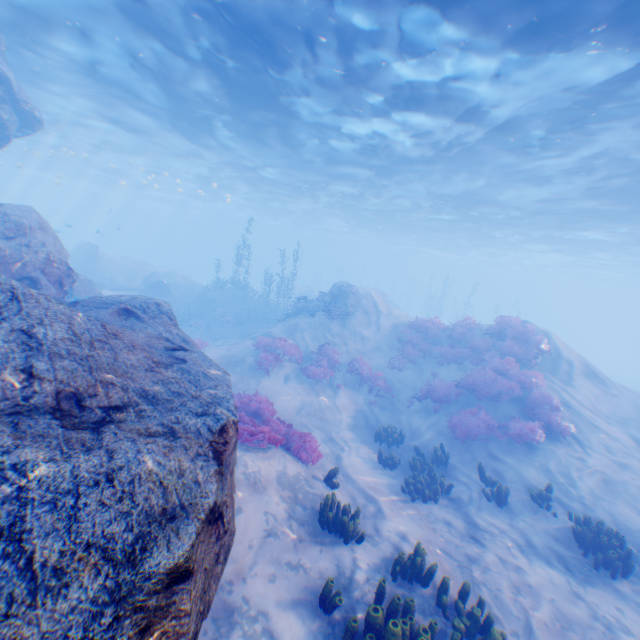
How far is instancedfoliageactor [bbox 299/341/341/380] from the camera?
14.9 meters

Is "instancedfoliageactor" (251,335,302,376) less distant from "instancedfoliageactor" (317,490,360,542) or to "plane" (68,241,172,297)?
"instancedfoliageactor" (317,490,360,542)

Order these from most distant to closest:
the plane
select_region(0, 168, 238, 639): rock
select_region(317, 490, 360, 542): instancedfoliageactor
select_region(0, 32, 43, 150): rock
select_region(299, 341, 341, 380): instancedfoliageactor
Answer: the plane, select_region(299, 341, 341, 380): instancedfoliageactor, select_region(0, 32, 43, 150): rock, select_region(317, 490, 360, 542): instancedfoliageactor, select_region(0, 168, 238, 639): rock

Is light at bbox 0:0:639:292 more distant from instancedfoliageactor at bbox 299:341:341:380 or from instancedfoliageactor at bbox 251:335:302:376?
instancedfoliageactor at bbox 299:341:341:380

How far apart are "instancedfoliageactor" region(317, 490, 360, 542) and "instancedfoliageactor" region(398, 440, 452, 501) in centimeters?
333cm

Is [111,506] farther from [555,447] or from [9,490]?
[555,447]

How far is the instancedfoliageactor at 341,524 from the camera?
6.4 meters

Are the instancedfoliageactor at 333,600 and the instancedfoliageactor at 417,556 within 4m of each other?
yes
